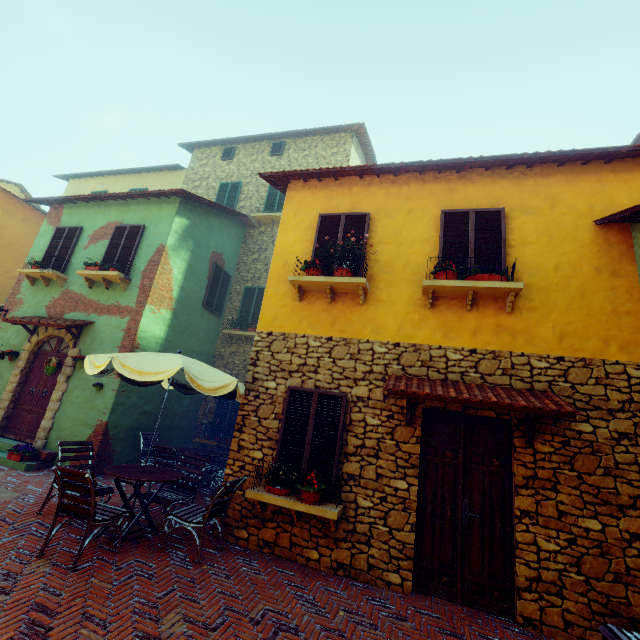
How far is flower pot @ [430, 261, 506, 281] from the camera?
5.3 meters

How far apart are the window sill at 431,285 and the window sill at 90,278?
7.8 meters

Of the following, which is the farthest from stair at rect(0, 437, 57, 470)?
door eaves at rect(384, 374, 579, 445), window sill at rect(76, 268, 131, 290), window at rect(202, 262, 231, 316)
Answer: door eaves at rect(384, 374, 579, 445)

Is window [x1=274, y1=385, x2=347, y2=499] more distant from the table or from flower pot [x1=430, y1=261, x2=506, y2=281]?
flower pot [x1=430, y1=261, x2=506, y2=281]

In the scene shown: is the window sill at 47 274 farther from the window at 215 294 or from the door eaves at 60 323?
the window at 215 294

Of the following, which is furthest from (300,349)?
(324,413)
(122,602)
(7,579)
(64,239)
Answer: (64,239)

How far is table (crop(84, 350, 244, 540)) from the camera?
4.6m

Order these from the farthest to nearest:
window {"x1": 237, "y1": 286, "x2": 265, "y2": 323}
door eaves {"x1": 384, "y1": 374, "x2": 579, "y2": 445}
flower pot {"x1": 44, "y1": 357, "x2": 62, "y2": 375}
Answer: window {"x1": 237, "y1": 286, "x2": 265, "y2": 323} → flower pot {"x1": 44, "y1": 357, "x2": 62, "y2": 375} → door eaves {"x1": 384, "y1": 374, "x2": 579, "y2": 445}
